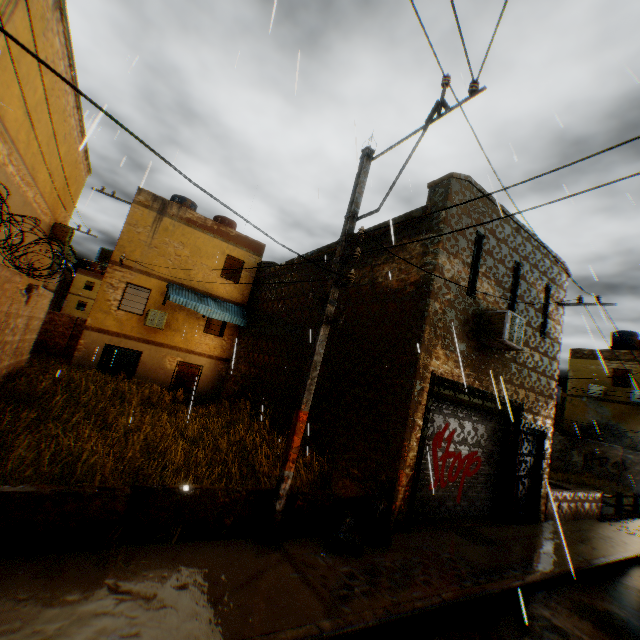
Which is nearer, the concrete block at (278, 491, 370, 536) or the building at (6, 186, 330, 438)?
the concrete block at (278, 491, 370, 536)

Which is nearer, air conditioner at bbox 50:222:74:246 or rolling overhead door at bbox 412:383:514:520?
rolling overhead door at bbox 412:383:514:520

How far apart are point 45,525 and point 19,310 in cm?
570

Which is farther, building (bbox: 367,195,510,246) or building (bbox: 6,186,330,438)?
building (bbox: 6,186,330,438)

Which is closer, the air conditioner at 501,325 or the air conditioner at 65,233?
the air conditioner at 501,325

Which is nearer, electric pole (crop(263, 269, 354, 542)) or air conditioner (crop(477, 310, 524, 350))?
electric pole (crop(263, 269, 354, 542))

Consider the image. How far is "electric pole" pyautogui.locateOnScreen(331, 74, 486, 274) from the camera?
4.80m

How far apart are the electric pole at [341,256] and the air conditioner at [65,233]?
16.12m
